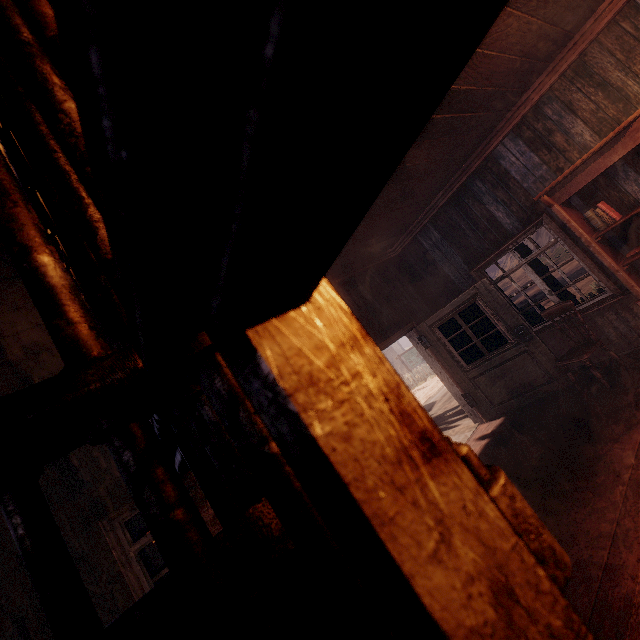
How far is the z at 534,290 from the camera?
21.7m

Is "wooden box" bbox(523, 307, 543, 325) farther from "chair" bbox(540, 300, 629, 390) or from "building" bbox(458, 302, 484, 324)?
"chair" bbox(540, 300, 629, 390)

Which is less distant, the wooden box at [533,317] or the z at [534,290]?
the wooden box at [533,317]

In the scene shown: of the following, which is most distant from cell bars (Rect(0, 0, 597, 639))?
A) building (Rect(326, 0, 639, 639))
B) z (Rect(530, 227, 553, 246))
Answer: z (Rect(530, 227, 553, 246))

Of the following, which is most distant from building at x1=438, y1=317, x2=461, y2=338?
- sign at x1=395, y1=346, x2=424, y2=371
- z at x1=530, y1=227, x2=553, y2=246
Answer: sign at x1=395, y1=346, x2=424, y2=371

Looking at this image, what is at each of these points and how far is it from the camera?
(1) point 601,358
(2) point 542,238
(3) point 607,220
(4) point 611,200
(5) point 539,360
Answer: (1) building, 5.2 meters
(2) z, 53.9 meters
(3) books, 4.4 meters
(4) building, 4.4 meters
(5) bp, 5.3 meters

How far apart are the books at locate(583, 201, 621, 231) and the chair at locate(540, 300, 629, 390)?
1.08m

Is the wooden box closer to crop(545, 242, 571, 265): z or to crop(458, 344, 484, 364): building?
crop(458, 344, 484, 364): building
